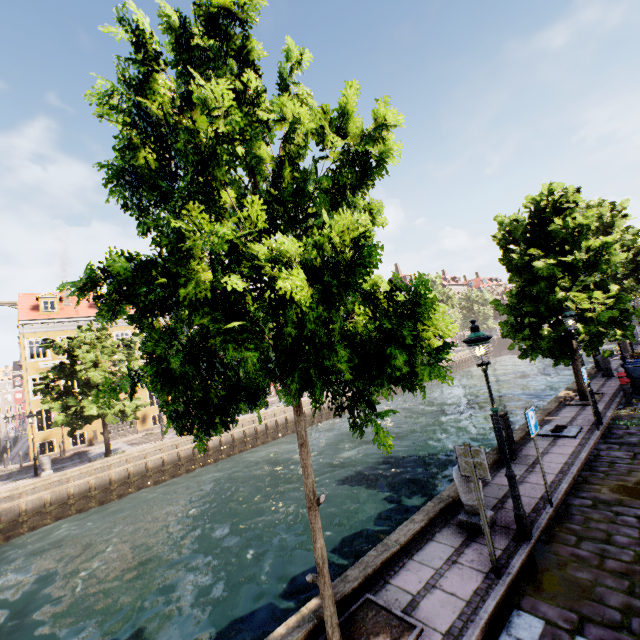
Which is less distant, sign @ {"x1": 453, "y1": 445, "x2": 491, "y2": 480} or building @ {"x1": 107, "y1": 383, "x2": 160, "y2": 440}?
sign @ {"x1": 453, "y1": 445, "x2": 491, "y2": 480}

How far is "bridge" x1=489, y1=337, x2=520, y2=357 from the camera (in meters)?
54.59

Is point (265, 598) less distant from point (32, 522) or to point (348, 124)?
point (348, 124)

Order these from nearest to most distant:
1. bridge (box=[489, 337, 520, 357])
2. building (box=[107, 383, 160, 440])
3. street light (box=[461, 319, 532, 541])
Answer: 1. street light (box=[461, 319, 532, 541])
2. building (box=[107, 383, 160, 440])
3. bridge (box=[489, 337, 520, 357])

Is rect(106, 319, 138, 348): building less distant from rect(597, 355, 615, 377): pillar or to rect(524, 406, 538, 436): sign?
rect(524, 406, 538, 436): sign

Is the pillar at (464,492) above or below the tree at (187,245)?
below

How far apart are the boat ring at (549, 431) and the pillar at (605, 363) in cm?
878

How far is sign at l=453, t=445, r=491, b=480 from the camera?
4.93m
